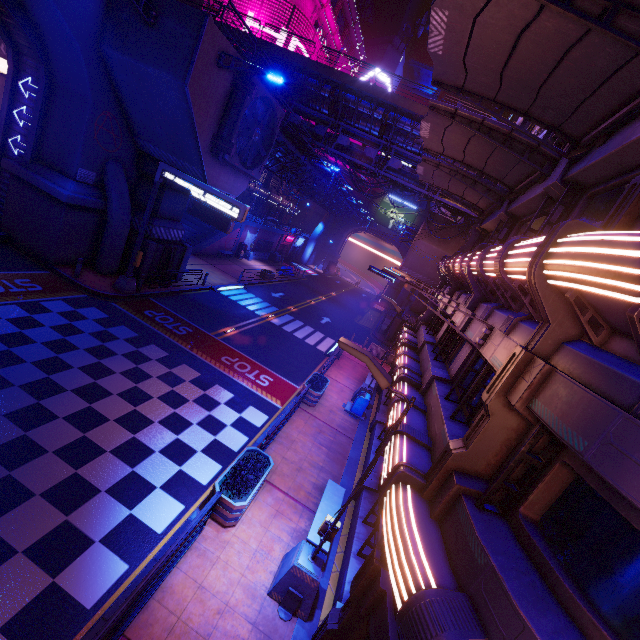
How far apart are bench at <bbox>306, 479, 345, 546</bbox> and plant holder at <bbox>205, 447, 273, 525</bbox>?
1.8 meters

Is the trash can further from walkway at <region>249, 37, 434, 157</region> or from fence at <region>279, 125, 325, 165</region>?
walkway at <region>249, 37, 434, 157</region>

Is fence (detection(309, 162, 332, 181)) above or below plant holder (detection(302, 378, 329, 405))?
above

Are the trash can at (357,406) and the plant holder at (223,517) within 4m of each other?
no

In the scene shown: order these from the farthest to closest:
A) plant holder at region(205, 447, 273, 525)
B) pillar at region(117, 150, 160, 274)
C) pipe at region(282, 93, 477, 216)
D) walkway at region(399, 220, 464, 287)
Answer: walkway at region(399, 220, 464, 287), pipe at region(282, 93, 477, 216), pillar at region(117, 150, 160, 274), plant holder at region(205, 447, 273, 525)

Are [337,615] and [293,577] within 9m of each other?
yes

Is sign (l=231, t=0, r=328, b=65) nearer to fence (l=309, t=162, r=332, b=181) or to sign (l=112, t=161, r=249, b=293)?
fence (l=309, t=162, r=332, b=181)

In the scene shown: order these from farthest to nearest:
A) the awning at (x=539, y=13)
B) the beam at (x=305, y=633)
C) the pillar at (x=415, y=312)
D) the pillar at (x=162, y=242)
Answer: the pillar at (x=415, y=312) < the pillar at (x=162, y=242) < the beam at (x=305, y=633) < the awning at (x=539, y=13)
